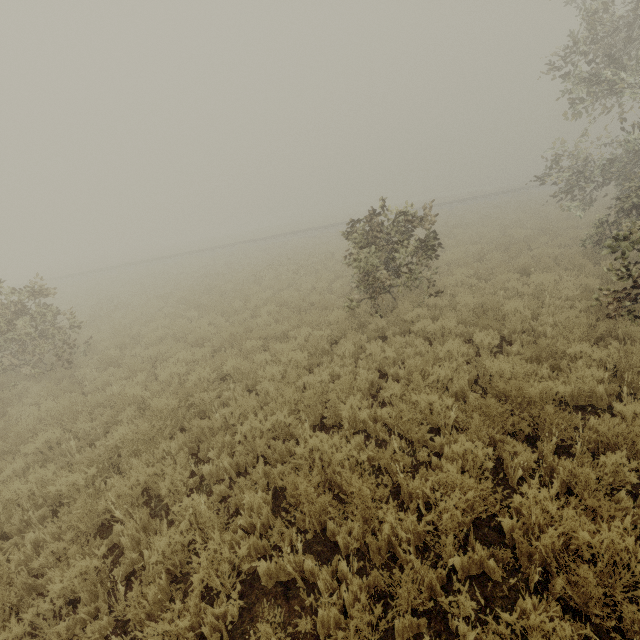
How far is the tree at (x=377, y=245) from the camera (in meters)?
8.50

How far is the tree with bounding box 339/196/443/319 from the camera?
8.50m

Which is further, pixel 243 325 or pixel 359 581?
pixel 243 325
